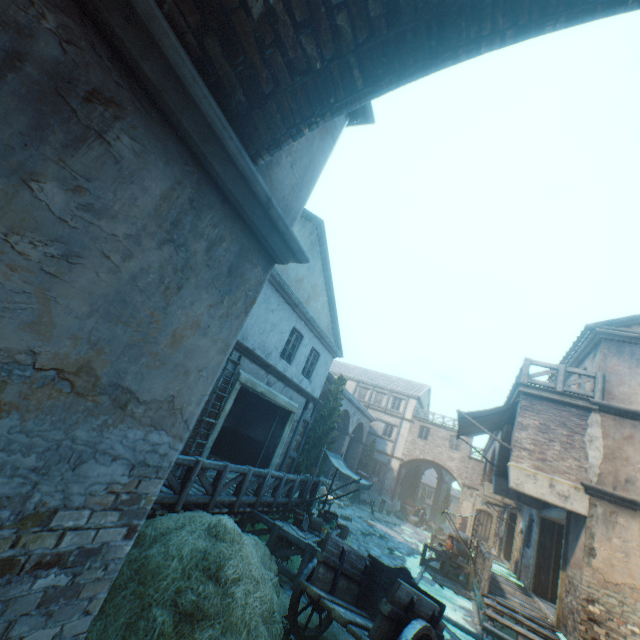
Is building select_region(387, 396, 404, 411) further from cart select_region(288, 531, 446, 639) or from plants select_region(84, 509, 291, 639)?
cart select_region(288, 531, 446, 639)

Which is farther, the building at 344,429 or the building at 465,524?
the building at 465,524

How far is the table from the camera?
9.1m

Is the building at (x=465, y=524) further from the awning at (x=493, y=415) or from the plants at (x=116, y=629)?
the plants at (x=116, y=629)

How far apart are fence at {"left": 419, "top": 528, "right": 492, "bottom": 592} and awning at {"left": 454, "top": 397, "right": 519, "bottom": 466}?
3.25m

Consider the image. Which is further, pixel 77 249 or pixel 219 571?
pixel 219 571

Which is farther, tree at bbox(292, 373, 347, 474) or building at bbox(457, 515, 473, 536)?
building at bbox(457, 515, 473, 536)

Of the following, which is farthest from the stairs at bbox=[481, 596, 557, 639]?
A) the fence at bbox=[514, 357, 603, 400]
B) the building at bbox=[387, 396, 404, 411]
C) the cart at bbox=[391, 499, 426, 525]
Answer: the cart at bbox=[391, 499, 426, 525]
